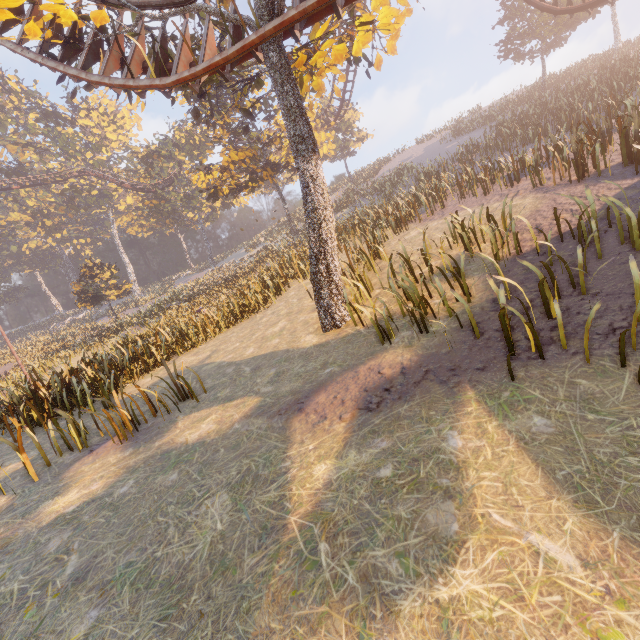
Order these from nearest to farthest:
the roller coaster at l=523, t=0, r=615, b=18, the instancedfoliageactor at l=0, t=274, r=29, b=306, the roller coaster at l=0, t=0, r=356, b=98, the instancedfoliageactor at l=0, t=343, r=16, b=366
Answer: the roller coaster at l=0, t=0, r=356, b=98 < the roller coaster at l=523, t=0, r=615, b=18 < the instancedfoliageactor at l=0, t=343, r=16, b=366 < the instancedfoliageactor at l=0, t=274, r=29, b=306

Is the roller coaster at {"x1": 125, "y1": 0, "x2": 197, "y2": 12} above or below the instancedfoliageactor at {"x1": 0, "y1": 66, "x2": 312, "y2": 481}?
above

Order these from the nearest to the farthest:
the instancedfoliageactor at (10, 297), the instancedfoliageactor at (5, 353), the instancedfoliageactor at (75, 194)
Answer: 1. the instancedfoliageactor at (75, 194)
2. the instancedfoliageactor at (5, 353)
3. the instancedfoliageactor at (10, 297)

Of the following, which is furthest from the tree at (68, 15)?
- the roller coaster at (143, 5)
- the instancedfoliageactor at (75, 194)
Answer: the instancedfoliageactor at (75, 194)

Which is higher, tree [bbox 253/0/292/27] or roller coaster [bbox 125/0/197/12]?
roller coaster [bbox 125/0/197/12]

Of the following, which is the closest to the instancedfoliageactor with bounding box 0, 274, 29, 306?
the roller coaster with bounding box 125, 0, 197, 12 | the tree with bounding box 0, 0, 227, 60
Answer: the roller coaster with bounding box 125, 0, 197, 12

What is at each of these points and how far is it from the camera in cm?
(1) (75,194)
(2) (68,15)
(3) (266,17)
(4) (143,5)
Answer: (1) instancedfoliageactor, 4953
(2) tree, 666
(3) tree, 661
(4) roller coaster, 825
